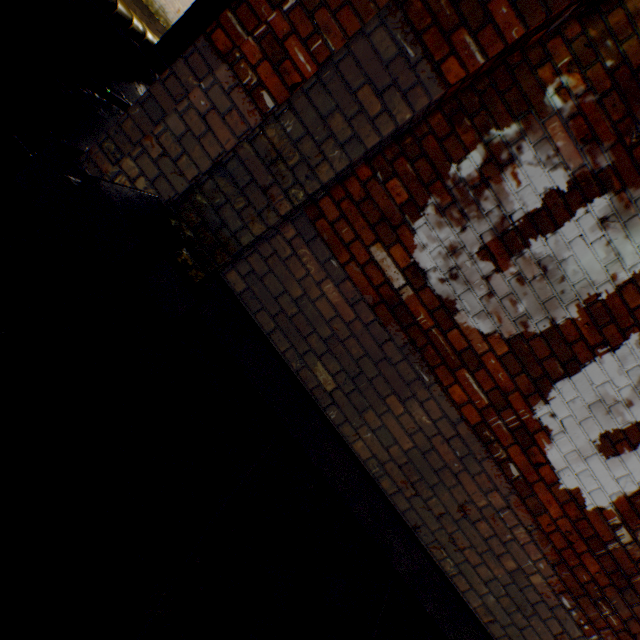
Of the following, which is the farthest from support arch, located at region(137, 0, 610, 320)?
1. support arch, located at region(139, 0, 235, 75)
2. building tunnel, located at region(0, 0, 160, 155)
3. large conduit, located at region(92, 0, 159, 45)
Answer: large conduit, located at region(92, 0, 159, 45)

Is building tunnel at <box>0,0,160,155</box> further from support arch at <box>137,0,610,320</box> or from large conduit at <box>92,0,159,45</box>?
support arch at <box>137,0,610,320</box>

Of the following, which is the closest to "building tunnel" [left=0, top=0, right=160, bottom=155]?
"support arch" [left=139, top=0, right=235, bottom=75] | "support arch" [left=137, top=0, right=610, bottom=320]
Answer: "support arch" [left=139, top=0, right=235, bottom=75]

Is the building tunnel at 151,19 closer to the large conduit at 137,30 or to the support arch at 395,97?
the large conduit at 137,30

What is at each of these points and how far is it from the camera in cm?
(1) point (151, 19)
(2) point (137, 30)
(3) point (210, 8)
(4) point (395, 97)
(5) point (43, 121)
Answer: (1) building tunnel, 1073
(2) large conduit, 693
(3) support arch, 629
(4) support arch, 156
(5) building tunnel, 302

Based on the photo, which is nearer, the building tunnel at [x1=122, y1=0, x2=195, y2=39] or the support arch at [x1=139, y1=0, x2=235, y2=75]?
the support arch at [x1=139, y1=0, x2=235, y2=75]

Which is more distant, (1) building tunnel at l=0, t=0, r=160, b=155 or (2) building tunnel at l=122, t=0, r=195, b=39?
(2) building tunnel at l=122, t=0, r=195, b=39

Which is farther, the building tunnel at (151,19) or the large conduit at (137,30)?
the building tunnel at (151,19)
